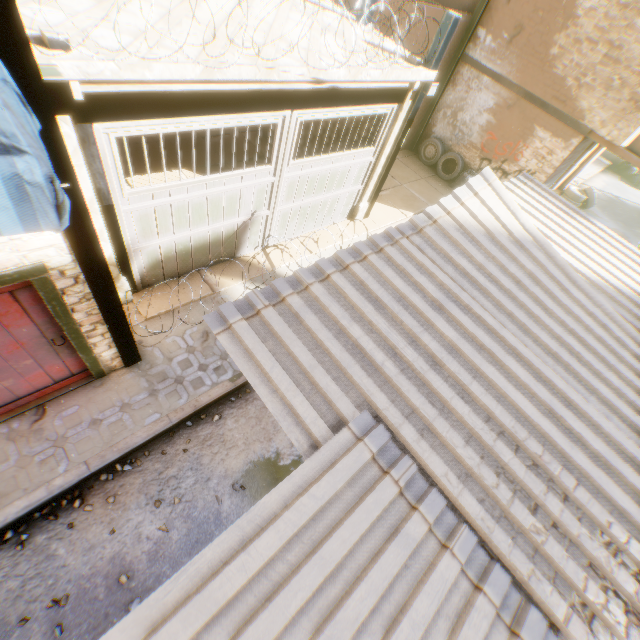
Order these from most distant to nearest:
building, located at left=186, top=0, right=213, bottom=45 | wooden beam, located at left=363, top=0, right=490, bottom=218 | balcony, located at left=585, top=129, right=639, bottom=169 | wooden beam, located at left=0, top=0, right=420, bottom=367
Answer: balcony, located at left=585, top=129, right=639, bottom=169
wooden beam, located at left=363, top=0, right=490, bottom=218
building, located at left=186, top=0, right=213, bottom=45
wooden beam, located at left=0, top=0, right=420, bottom=367

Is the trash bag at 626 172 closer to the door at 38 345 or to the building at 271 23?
the building at 271 23

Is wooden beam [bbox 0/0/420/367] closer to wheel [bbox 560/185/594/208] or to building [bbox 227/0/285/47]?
building [bbox 227/0/285/47]

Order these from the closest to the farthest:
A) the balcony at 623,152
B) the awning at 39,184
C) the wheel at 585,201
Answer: the awning at 39,184, the balcony at 623,152, the wheel at 585,201

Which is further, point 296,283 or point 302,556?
point 296,283

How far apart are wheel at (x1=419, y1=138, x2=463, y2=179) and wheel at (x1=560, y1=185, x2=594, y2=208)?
6.6 meters

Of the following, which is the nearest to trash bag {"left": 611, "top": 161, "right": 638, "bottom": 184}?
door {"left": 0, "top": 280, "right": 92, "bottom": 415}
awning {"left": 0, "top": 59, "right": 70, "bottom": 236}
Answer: door {"left": 0, "top": 280, "right": 92, "bottom": 415}

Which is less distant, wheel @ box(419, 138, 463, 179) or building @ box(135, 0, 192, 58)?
building @ box(135, 0, 192, 58)
